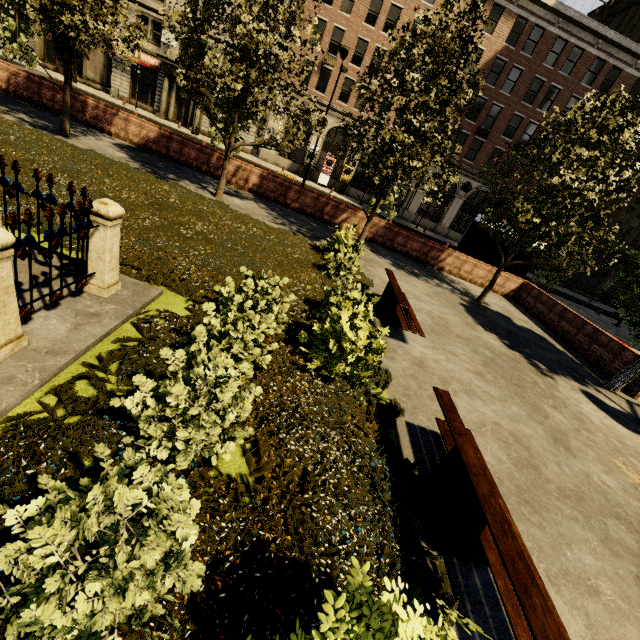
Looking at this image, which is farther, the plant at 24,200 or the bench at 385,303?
the bench at 385,303

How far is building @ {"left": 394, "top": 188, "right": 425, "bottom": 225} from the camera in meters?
33.9 m

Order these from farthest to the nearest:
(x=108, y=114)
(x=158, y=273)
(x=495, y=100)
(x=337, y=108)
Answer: (x=337, y=108) → (x=495, y=100) → (x=108, y=114) → (x=158, y=273)

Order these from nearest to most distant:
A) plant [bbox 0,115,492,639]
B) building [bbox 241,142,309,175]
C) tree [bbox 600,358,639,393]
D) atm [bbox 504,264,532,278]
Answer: plant [bbox 0,115,492,639], tree [bbox 600,358,639,393], atm [bbox 504,264,532,278], building [bbox 241,142,309,175]

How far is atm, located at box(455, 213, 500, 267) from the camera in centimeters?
1675cm

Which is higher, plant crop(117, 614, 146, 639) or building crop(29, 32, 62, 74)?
building crop(29, 32, 62, 74)

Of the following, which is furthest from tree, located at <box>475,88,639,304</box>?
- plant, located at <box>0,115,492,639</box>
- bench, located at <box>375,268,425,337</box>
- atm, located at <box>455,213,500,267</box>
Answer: atm, located at <box>455,213,500,267</box>

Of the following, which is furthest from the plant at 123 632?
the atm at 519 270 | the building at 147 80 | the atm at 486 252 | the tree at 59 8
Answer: the building at 147 80
